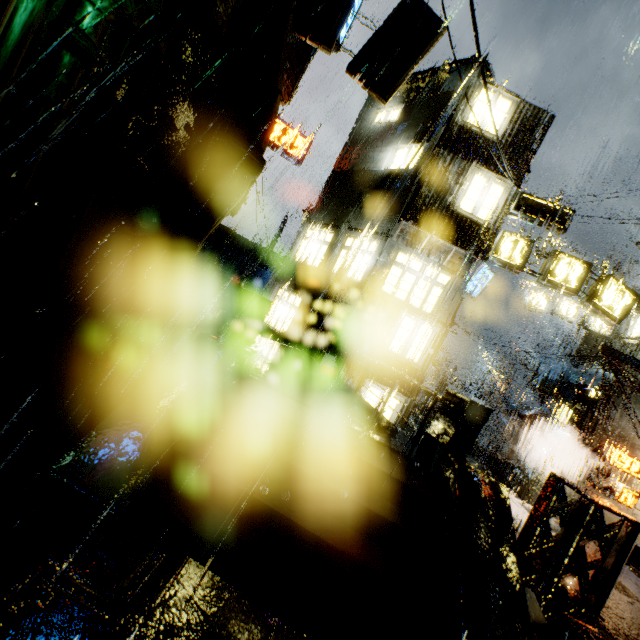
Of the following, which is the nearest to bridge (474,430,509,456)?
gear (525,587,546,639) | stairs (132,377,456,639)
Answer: gear (525,587,546,639)

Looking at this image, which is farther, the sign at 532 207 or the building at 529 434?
the building at 529 434

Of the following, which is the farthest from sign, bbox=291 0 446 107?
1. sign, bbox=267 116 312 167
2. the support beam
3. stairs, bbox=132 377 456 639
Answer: the support beam

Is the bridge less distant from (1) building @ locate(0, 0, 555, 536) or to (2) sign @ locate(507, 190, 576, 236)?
(1) building @ locate(0, 0, 555, 536)

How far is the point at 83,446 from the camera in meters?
3.7 m

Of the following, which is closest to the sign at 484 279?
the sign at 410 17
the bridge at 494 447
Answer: the bridge at 494 447

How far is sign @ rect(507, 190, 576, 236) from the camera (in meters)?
12.43

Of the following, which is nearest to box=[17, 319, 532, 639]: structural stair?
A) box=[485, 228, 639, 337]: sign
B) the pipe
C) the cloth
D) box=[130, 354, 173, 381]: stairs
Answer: box=[130, 354, 173, 381]: stairs
